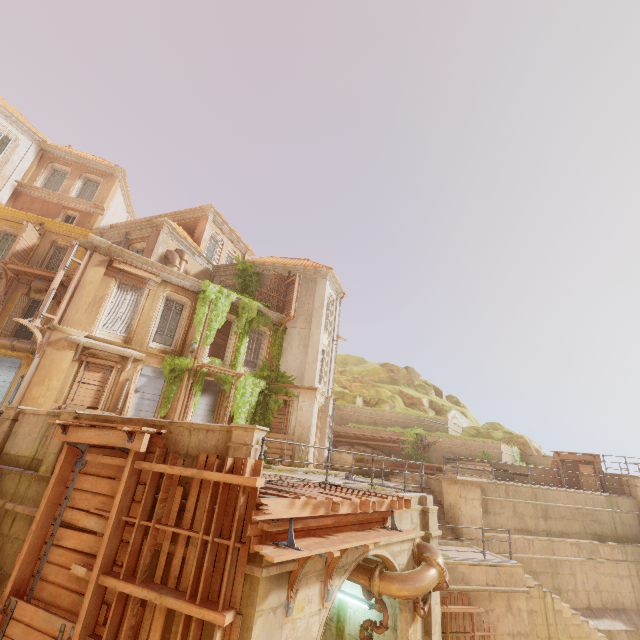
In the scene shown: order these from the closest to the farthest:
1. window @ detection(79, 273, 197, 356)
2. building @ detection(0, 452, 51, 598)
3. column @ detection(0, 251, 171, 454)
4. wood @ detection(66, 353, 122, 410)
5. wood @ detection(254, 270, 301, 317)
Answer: building @ detection(0, 452, 51, 598)
column @ detection(0, 251, 171, 454)
wood @ detection(66, 353, 122, 410)
window @ detection(79, 273, 197, 356)
wood @ detection(254, 270, 301, 317)

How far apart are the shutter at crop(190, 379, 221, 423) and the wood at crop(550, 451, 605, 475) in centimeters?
1962cm

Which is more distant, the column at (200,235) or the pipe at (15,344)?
the column at (200,235)

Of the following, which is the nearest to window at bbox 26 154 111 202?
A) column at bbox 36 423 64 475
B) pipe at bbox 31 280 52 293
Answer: pipe at bbox 31 280 52 293

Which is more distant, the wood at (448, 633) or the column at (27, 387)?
the column at (27, 387)

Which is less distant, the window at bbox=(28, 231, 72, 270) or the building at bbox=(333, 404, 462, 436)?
the window at bbox=(28, 231, 72, 270)

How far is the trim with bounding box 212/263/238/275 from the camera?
23.3 meters

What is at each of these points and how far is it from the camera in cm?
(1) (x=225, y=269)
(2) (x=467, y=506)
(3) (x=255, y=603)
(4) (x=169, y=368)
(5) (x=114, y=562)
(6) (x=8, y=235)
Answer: (1) trim, 2370
(2) pillar, 1374
(3) building, 505
(4) plant, 1616
(5) wood, 593
(6) window, 2047
